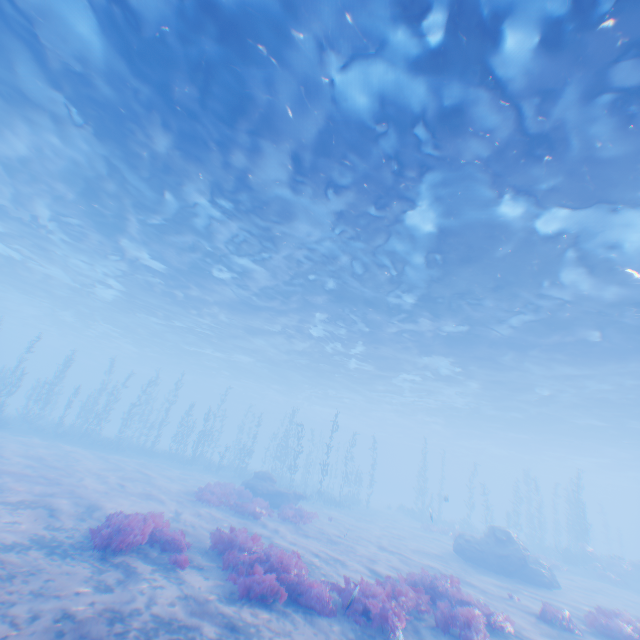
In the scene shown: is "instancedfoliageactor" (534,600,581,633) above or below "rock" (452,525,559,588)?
below

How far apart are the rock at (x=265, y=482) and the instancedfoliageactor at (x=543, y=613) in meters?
13.1 m

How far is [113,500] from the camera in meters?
12.5

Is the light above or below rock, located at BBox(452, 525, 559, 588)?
above

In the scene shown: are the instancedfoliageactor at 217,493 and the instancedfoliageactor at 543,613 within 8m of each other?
no

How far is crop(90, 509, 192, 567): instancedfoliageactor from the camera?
7.8m

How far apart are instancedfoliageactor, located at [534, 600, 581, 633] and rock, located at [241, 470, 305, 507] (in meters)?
13.11

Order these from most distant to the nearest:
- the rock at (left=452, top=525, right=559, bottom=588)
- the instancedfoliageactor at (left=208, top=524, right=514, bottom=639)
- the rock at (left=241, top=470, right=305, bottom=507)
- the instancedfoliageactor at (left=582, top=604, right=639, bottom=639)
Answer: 1. the rock at (left=241, top=470, right=305, bottom=507)
2. the rock at (left=452, top=525, right=559, bottom=588)
3. the instancedfoliageactor at (left=582, top=604, right=639, bottom=639)
4. the instancedfoliageactor at (left=208, top=524, right=514, bottom=639)
